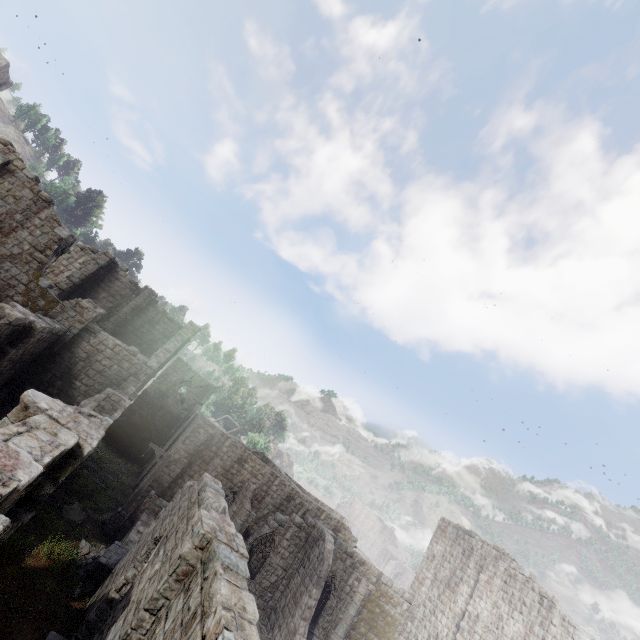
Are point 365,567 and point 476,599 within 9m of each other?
yes

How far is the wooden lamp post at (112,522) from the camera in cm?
1752

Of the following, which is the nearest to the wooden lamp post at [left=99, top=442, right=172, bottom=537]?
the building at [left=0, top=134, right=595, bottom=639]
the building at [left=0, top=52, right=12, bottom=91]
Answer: the building at [left=0, top=134, right=595, bottom=639]

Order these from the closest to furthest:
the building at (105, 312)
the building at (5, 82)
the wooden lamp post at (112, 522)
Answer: the building at (105, 312) < the wooden lamp post at (112, 522) < the building at (5, 82)

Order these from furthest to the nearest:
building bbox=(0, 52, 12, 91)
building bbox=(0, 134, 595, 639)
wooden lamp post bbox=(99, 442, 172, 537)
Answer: building bbox=(0, 52, 12, 91)
wooden lamp post bbox=(99, 442, 172, 537)
building bbox=(0, 134, 595, 639)

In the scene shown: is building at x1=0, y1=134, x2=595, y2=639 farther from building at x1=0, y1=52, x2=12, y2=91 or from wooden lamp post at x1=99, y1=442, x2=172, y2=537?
building at x1=0, y1=52, x2=12, y2=91
